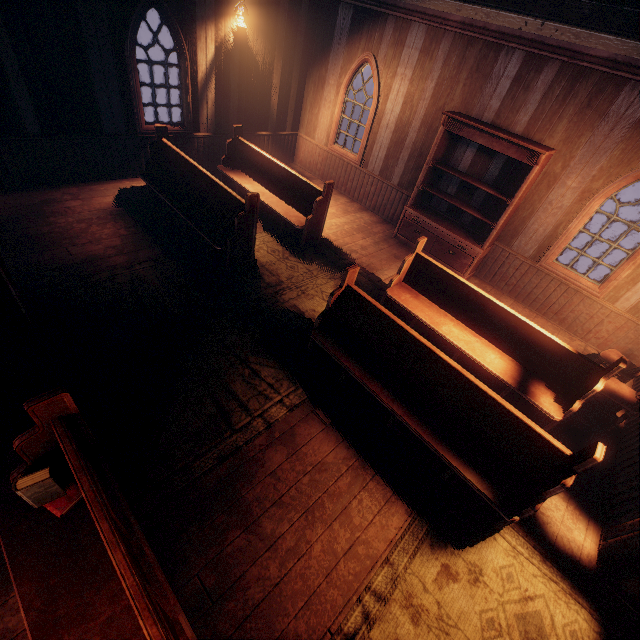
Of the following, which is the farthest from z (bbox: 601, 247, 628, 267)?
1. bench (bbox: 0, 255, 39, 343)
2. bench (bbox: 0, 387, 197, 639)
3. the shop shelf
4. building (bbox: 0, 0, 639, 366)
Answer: the shop shelf

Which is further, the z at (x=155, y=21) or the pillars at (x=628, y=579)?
the z at (x=155, y=21)

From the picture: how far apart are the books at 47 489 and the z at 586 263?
14.84m

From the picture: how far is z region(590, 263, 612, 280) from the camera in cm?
1114

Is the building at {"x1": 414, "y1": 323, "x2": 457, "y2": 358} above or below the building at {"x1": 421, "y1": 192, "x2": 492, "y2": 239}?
below

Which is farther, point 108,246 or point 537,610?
point 108,246

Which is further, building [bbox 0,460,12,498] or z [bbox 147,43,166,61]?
z [bbox 147,43,166,61]

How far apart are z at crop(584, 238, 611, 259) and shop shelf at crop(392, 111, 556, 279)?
7.4 meters
